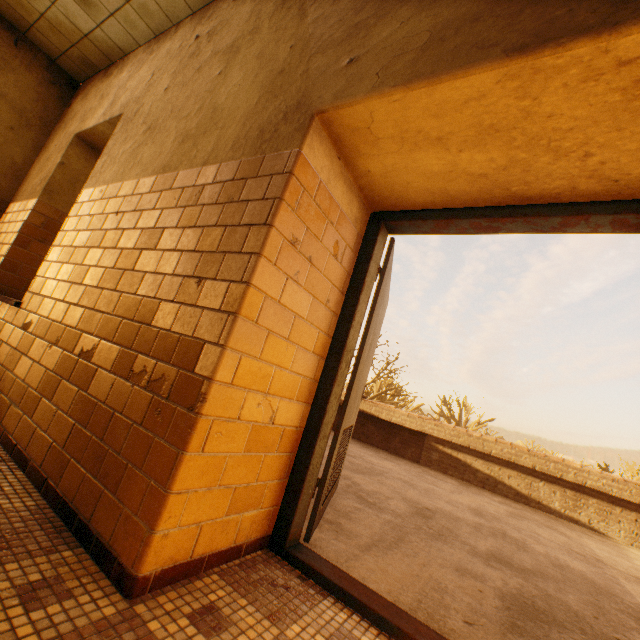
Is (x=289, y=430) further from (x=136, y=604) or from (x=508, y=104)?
(x=508, y=104)
